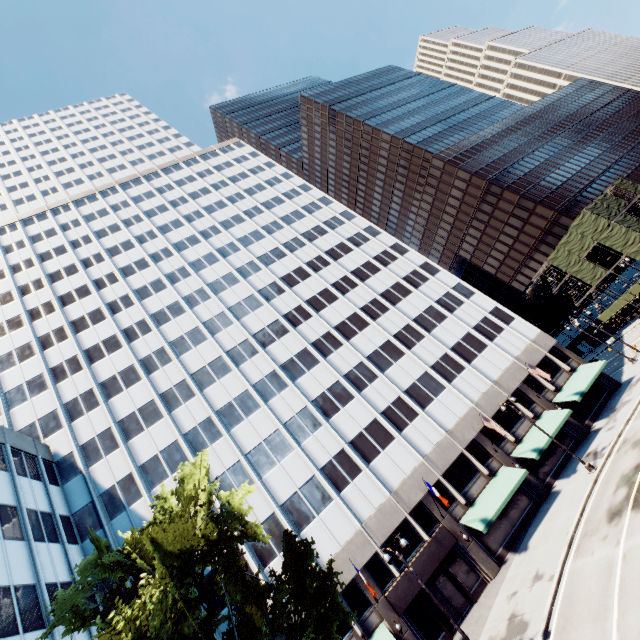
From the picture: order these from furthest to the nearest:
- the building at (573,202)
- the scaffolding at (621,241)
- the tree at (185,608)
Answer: the building at (573,202) → the scaffolding at (621,241) → the tree at (185,608)

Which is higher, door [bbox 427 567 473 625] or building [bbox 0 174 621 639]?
building [bbox 0 174 621 639]

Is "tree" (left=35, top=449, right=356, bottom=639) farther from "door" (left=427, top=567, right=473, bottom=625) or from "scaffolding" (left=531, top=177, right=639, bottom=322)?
"scaffolding" (left=531, top=177, right=639, bottom=322)

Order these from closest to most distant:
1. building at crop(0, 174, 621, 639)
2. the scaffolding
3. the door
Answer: the door < building at crop(0, 174, 621, 639) < the scaffolding

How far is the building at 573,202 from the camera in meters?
54.7 m

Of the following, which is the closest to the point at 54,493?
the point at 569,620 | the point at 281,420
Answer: A: the point at 281,420

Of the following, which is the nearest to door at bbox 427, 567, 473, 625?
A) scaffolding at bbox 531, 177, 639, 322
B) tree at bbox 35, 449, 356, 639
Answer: tree at bbox 35, 449, 356, 639

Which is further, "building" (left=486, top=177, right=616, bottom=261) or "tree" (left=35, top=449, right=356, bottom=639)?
"building" (left=486, top=177, right=616, bottom=261)
